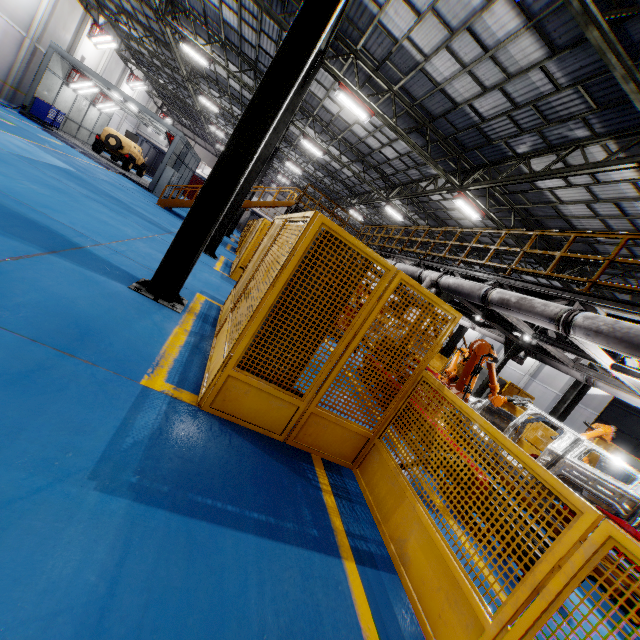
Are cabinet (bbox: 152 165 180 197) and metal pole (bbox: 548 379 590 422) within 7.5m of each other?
no

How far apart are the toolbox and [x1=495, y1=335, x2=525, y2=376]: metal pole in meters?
27.8

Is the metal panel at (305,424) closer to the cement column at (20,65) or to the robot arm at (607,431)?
the robot arm at (607,431)

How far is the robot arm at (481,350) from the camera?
6.4 meters

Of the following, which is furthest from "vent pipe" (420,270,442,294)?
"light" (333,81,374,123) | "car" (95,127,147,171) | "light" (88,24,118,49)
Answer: "light" (88,24,118,49)

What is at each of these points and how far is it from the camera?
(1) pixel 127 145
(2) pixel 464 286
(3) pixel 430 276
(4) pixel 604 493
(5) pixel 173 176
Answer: (1) car, 22.9 meters
(2) vent pipe, 8.3 meters
(3) vent pipe, 9.8 meters
(4) chassis, 5.4 meters
(5) cabinet, 22.2 meters

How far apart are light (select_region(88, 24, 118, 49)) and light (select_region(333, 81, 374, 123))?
23.3m

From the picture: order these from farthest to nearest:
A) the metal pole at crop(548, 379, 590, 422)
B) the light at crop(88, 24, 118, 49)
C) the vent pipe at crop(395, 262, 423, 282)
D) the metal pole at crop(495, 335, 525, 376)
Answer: the light at crop(88, 24, 118, 49), the metal pole at crop(548, 379, 590, 422), the metal pole at crop(495, 335, 525, 376), the vent pipe at crop(395, 262, 423, 282)
